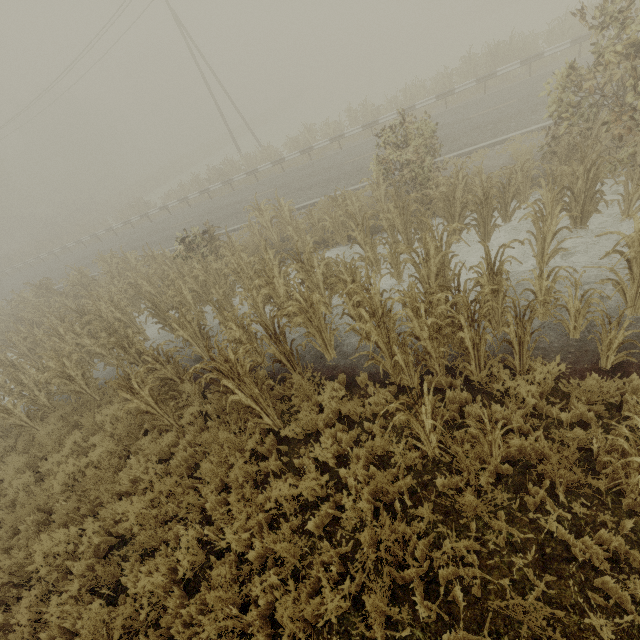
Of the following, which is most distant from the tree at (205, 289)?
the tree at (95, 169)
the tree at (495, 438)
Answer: the tree at (495, 438)

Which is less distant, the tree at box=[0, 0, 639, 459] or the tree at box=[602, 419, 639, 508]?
the tree at box=[602, 419, 639, 508]

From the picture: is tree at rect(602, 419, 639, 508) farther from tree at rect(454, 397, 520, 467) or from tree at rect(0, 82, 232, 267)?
tree at rect(0, 82, 232, 267)

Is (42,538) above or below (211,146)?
below

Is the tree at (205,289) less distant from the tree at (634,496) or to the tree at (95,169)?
the tree at (95,169)

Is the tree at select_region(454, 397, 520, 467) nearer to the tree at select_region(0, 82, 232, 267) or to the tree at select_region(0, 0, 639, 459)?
the tree at select_region(0, 0, 639, 459)

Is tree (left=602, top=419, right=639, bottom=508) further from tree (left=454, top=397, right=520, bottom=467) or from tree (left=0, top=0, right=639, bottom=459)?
tree (left=0, top=0, right=639, bottom=459)

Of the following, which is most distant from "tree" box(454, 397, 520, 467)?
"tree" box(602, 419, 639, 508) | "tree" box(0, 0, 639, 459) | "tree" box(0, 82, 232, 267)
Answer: "tree" box(0, 82, 232, 267)
